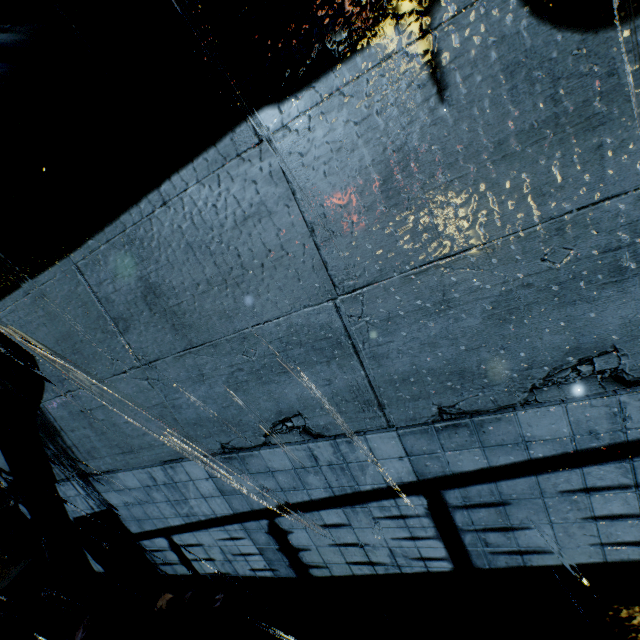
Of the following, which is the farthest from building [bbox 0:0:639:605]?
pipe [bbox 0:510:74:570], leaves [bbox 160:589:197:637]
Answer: leaves [bbox 160:589:197:637]

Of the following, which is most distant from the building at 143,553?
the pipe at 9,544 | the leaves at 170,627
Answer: the leaves at 170,627

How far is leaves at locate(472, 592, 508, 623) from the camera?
2.74m

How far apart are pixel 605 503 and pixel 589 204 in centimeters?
204cm

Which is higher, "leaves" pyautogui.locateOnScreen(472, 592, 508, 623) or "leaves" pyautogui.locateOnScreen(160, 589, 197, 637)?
"leaves" pyautogui.locateOnScreen(160, 589, 197, 637)

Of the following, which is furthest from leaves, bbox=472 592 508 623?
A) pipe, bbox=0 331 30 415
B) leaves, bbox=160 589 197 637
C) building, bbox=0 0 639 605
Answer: pipe, bbox=0 331 30 415

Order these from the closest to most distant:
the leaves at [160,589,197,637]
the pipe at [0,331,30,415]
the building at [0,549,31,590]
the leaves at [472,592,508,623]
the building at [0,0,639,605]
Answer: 1. the building at [0,0,639,605]
2. the leaves at [472,592,508,623]
3. the pipe at [0,331,30,415]
4. the leaves at [160,589,197,637]
5. the building at [0,549,31,590]

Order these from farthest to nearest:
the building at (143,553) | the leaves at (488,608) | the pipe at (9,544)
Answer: the pipe at (9,544) < the leaves at (488,608) < the building at (143,553)
